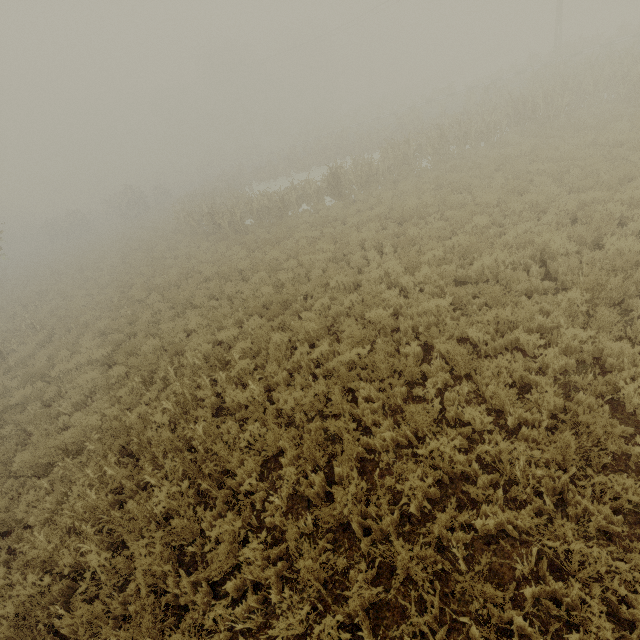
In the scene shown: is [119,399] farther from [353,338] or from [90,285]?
[90,285]

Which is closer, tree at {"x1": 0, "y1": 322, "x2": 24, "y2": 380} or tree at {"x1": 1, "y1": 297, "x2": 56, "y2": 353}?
tree at {"x1": 0, "y1": 322, "x2": 24, "y2": 380}

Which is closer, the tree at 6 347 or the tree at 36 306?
the tree at 6 347
